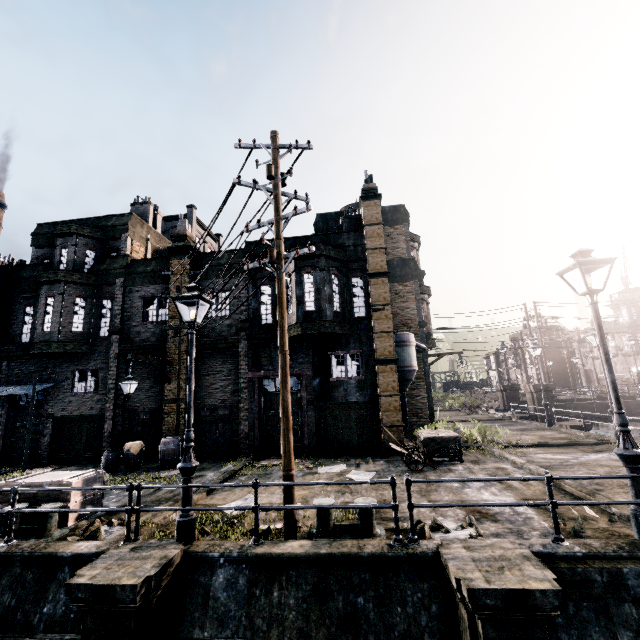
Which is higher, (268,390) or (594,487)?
(268,390)

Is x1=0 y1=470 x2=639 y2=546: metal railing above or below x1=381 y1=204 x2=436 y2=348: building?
below

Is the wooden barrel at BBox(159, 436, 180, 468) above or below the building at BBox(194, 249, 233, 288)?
below

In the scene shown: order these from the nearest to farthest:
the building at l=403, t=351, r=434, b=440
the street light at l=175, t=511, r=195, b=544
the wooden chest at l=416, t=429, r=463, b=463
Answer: the street light at l=175, t=511, r=195, b=544 < the wooden chest at l=416, t=429, r=463, b=463 < the building at l=403, t=351, r=434, b=440

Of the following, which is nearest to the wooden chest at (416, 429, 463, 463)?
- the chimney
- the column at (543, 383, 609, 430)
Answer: the chimney

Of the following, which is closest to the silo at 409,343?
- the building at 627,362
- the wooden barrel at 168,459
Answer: → the wooden barrel at 168,459

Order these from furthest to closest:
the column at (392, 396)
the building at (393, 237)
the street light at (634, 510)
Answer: the building at (393, 237), the column at (392, 396), the street light at (634, 510)
